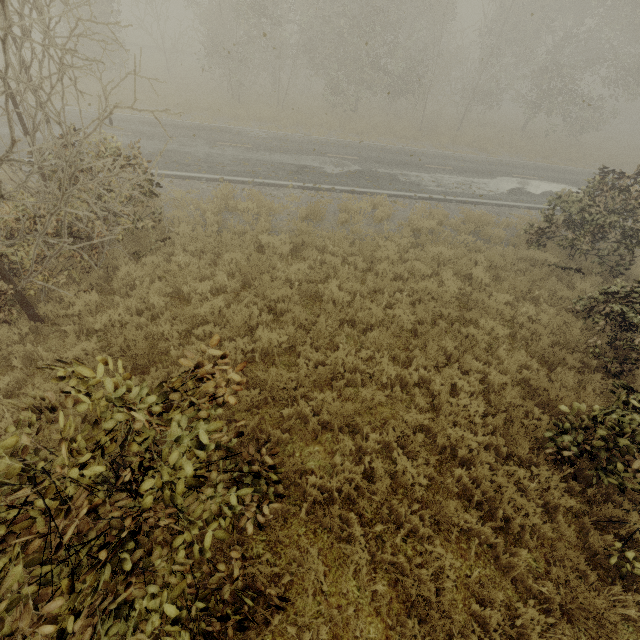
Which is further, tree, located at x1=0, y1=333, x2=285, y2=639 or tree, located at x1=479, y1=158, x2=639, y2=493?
tree, located at x1=479, y1=158, x2=639, y2=493

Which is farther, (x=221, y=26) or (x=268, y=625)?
(x=221, y=26)

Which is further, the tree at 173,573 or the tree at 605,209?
the tree at 605,209
